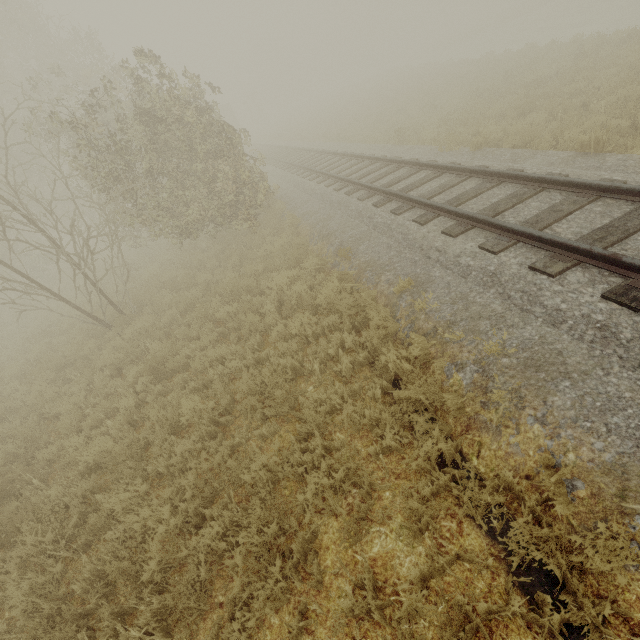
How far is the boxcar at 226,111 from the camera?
42.5m

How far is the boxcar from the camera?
42.47m

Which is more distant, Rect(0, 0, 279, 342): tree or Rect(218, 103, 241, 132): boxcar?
Rect(218, 103, 241, 132): boxcar

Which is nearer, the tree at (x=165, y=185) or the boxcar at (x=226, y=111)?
the tree at (x=165, y=185)

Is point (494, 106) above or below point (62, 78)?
below
